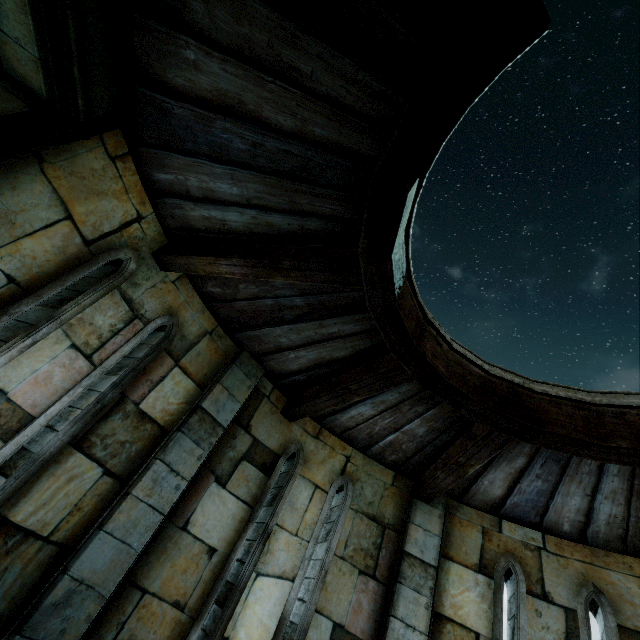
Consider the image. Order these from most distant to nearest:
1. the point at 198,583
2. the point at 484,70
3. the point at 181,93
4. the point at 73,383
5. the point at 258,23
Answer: the point at 198,583 → the point at 73,383 → the point at 181,93 → the point at 258,23 → the point at 484,70
